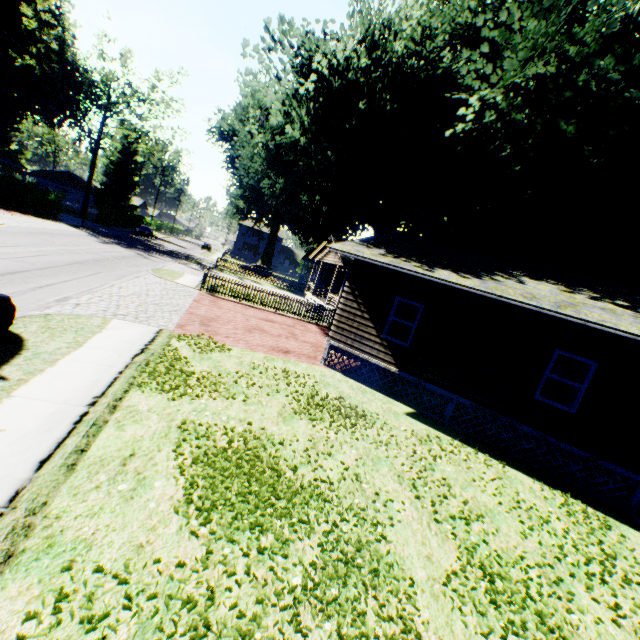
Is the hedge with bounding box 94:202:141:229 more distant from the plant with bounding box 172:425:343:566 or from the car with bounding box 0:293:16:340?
the car with bounding box 0:293:16:340

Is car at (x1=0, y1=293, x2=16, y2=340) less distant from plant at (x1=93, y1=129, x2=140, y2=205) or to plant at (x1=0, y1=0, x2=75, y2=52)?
plant at (x1=0, y1=0, x2=75, y2=52)

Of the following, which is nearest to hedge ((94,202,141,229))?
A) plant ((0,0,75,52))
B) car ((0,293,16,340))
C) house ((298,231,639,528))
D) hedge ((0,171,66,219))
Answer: plant ((0,0,75,52))

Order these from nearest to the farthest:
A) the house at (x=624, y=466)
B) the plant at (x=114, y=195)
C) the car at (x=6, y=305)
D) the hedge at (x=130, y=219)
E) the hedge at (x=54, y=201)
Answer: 1. the car at (x=6, y=305)
2. the house at (x=624, y=466)
3. the hedge at (x=54, y=201)
4. the hedge at (x=130, y=219)
5. the plant at (x=114, y=195)

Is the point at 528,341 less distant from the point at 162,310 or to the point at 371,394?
the point at 371,394

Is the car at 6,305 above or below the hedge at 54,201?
below

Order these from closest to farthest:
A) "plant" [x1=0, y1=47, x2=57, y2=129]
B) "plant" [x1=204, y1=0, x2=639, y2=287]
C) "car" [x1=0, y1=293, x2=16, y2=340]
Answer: "car" [x1=0, y1=293, x2=16, y2=340], "plant" [x1=204, y1=0, x2=639, y2=287], "plant" [x1=0, y1=47, x2=57, y2=129]
